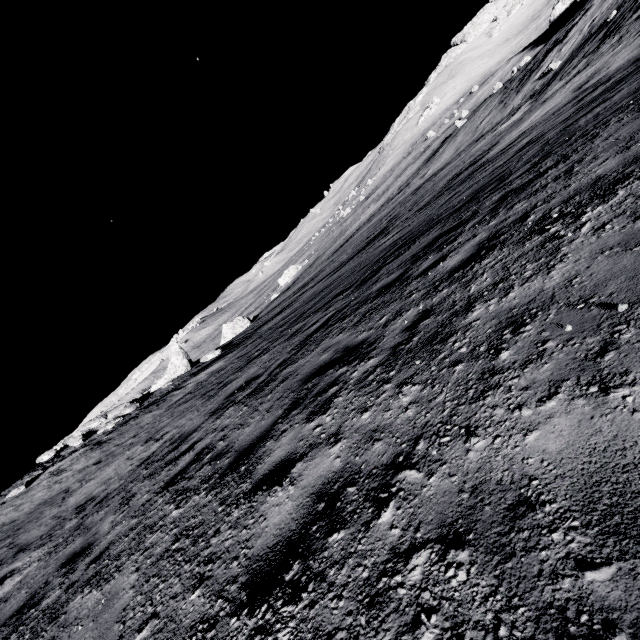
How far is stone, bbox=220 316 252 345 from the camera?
45.5m

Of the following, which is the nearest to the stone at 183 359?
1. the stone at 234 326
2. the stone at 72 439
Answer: the stone at 72 439

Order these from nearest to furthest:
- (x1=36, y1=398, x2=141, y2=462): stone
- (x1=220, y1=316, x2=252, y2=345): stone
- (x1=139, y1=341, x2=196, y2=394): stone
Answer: (x1=36, y1=398, x2=141, y2=462): stone, (x1=139, y1=341, x2=196, y2=394): stone, (x1=220, y1=316, x2=252, y2=345): stone

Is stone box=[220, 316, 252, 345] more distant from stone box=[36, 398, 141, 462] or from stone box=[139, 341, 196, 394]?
stone box=[36, 398, 141, 462]

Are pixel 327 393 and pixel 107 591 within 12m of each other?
yes

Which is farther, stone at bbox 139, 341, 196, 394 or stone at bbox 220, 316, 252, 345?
stone at bbox 220, 316, 252, 345

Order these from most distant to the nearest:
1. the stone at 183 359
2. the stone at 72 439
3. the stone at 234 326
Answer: the stone at 234 326
the stone at 183 359
the stone at 72 439
